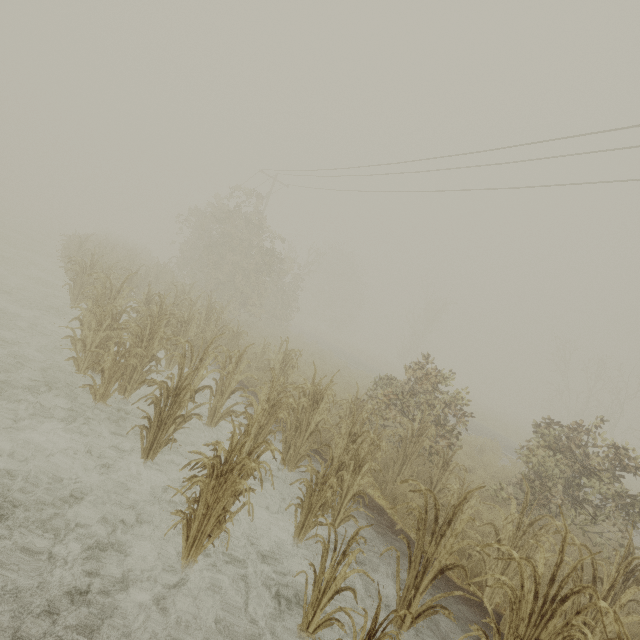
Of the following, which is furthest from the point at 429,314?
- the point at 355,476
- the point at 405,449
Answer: the point at 355,476
